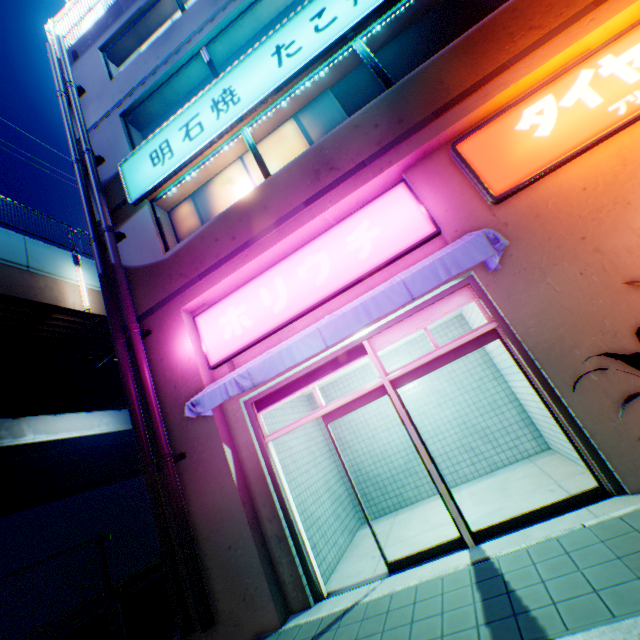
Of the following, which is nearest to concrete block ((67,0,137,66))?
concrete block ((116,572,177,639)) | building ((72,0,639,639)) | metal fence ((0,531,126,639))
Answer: building ((72,0,639,639))

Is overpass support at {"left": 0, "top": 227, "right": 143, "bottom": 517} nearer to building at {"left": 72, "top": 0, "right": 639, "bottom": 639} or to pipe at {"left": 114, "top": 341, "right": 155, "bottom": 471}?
building at {"left": 72, "top": 0, "right": 639, "bottom": 639}

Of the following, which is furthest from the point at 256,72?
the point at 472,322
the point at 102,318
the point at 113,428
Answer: the point at 113,428

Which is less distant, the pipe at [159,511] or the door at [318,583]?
the door at [318,583]

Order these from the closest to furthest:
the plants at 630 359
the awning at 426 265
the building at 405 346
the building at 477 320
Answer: the plants at 630 359, the awning at 426 265, the building at 477 320, the building at 405 346

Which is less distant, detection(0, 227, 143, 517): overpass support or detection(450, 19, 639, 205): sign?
detection(450, 19, 639, 205): sign

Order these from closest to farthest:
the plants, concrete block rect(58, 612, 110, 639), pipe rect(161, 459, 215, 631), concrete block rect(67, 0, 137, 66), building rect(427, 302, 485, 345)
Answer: the plants → pipe rect(161, 459, 215, 631) → concrete block rect(58, 612, 110, 639) → building rect(427, 302, 485, 345) → concrete block rect(67, 0, 137, 66)

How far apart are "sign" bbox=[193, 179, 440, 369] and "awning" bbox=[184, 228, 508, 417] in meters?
0.2 m
